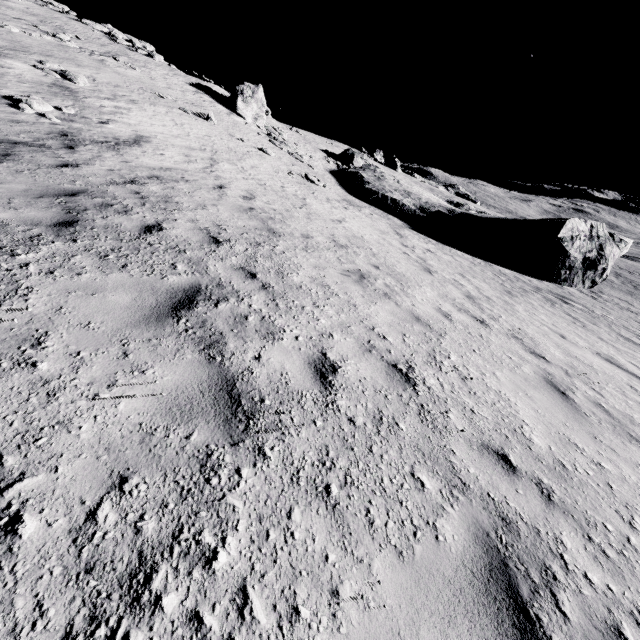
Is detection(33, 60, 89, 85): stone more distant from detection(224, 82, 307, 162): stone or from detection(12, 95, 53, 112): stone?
detection(224, 82, 307, 162): stone

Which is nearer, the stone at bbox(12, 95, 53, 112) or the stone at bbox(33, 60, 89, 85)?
the stone at bbox(12, 95, 53, 112)

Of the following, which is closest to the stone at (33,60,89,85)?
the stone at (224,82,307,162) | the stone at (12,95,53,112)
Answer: the stone at (12,95,53,112)

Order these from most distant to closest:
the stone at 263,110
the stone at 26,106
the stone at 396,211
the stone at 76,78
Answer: the stone at 263,110
the stone at 396,211
the stone at 76,78
the stone at 26,106

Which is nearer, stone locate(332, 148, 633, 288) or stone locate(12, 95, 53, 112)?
stone locate(12, 95, 53, 112)

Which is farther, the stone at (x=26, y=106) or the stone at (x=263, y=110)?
the stone at (x=263, y=110)

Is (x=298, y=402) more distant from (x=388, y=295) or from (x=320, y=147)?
(x=320, y=147)
